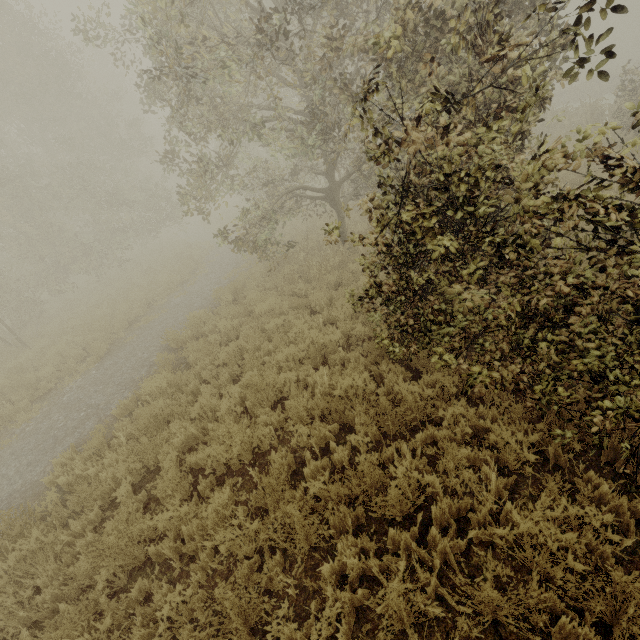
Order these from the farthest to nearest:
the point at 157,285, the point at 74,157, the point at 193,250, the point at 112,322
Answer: the point at 74,157, the point at 193,250, the point at 157,285, the point at 112,322
